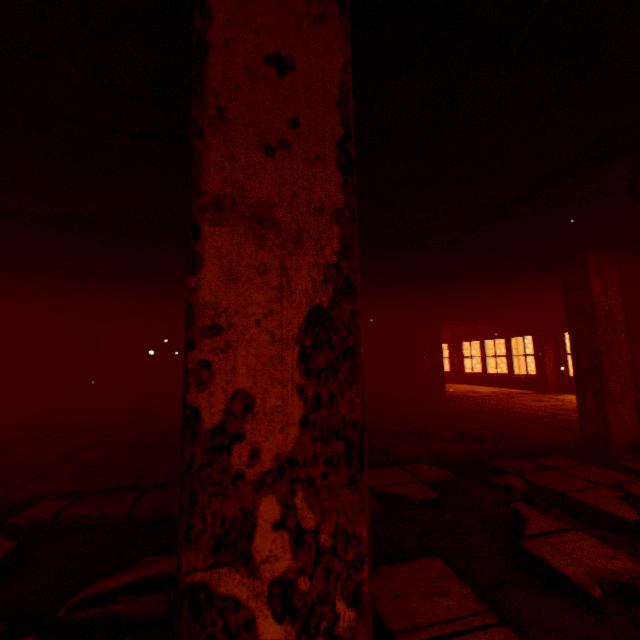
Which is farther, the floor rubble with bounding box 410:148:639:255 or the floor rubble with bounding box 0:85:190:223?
the floor rubble with bounding box 410:148:639:255

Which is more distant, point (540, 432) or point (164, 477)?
point (540, 432)

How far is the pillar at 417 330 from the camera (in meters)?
9.21

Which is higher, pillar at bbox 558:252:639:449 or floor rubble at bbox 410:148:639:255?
floor rubble at bbox 410:148:639:255

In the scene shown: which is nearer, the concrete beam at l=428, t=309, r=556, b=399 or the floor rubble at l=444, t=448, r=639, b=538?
the floor rubble at l=444, t=448, r=639, b=538

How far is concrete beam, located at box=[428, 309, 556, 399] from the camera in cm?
941

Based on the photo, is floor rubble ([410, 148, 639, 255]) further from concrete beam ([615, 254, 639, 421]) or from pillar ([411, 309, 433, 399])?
pillar ([411, 309, 433, 399])

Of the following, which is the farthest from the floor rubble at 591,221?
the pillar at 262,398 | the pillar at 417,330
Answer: the pillar at 417,330
